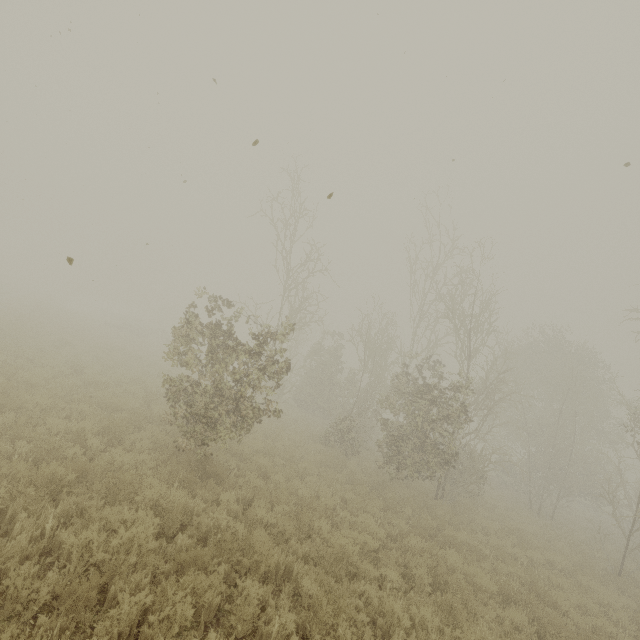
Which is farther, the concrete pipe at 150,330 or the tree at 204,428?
the concrete pipe at 150,330

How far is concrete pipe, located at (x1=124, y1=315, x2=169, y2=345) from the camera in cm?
3894

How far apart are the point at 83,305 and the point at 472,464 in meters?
59.9

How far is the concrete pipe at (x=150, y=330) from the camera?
38.94m

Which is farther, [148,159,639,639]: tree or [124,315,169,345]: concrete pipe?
[124,315,169,345]: concrete pipe
